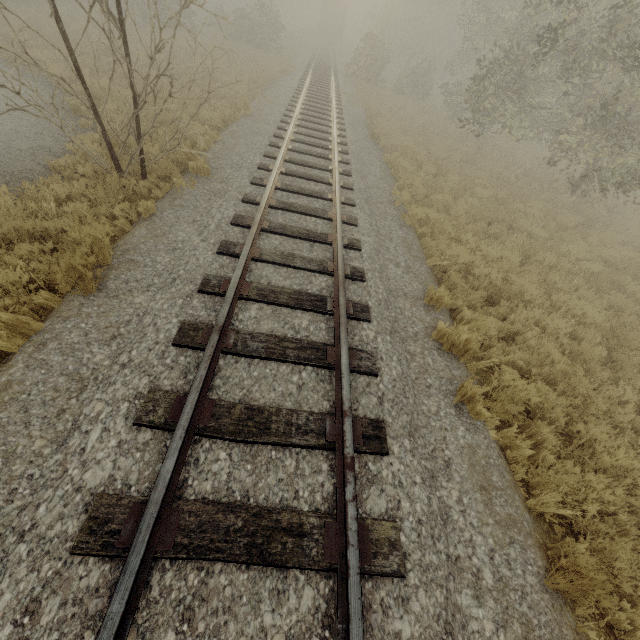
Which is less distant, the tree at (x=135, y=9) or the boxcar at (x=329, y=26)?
the tree at (x=135, y=9)

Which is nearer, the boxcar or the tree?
the tree

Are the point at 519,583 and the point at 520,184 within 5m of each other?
no
